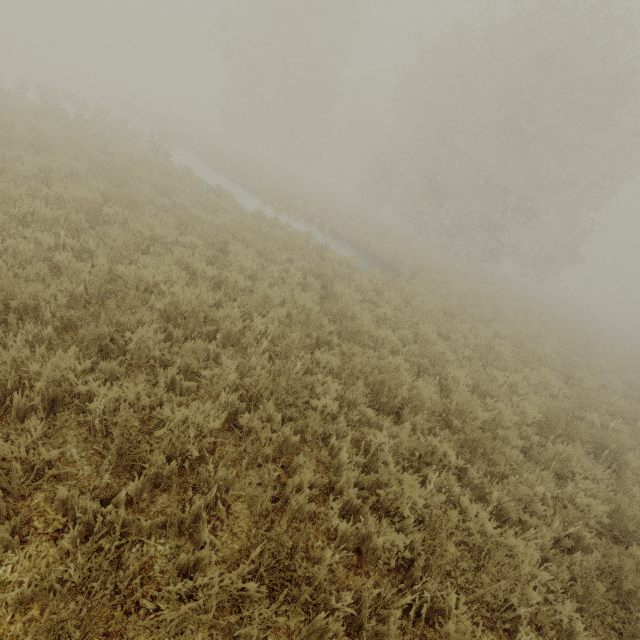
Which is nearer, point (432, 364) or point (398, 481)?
point (398, 481)
